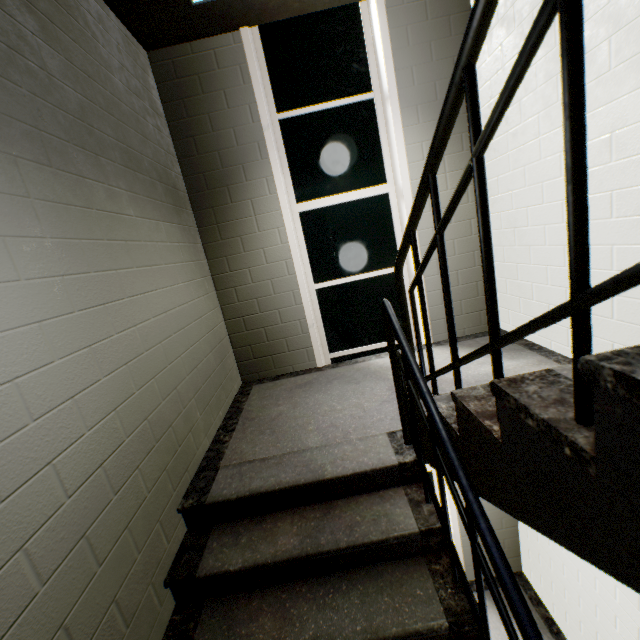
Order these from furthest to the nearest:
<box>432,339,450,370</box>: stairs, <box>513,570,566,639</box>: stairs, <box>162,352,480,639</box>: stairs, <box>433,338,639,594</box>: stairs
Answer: <box>513,570,566,639</box>: stairs
<box>432,339,450,370</box>: stairs
<box>162,352,480,639</box>: stairs
<box>433,338,639,594</box>: stairs

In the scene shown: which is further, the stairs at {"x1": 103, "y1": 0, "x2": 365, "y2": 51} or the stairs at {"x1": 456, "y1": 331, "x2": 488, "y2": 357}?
the stairs at {"x1": 456, "y1": 331, "x2": 488, "y2": 357}

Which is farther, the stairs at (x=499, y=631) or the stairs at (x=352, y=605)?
the stairs at (x=499, y=631)

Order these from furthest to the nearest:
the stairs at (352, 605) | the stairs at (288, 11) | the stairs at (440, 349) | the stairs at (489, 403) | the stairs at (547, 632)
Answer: the stairs at (547, 632)
the stairs at (440, 349)
the stairs at (288, 11)
the stairs at (352, 605)
the stairs at (489, 403)

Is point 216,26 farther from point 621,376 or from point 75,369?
point 621,376

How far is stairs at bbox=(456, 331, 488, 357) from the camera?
3.2m
